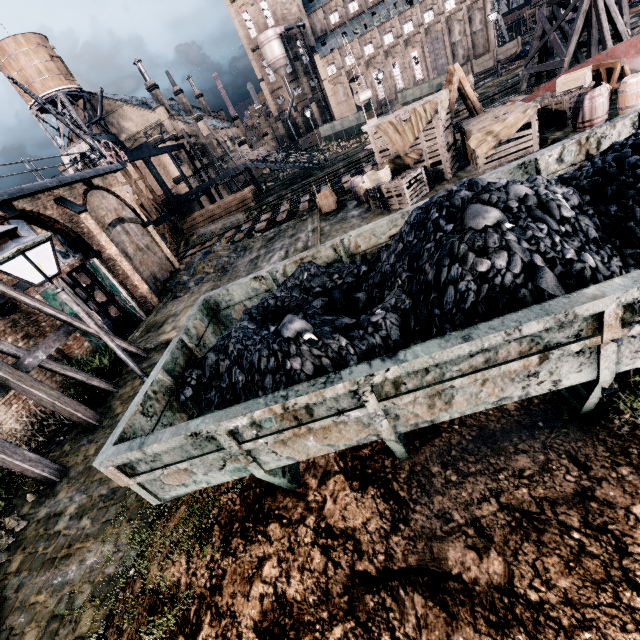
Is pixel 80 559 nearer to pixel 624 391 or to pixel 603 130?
pixel 624 391

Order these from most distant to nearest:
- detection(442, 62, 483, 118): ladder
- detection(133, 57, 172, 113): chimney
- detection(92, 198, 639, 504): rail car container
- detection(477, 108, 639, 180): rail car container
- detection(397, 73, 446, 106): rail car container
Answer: detection(133, 57, 172, 113): chimney < detection(397, 73, 446, 106): rail car container < detection(442, 62, 483, 118): ladder < detection(477, 108, 639, 180): rail car container < detection(92, 198, 639, 504): rail car container

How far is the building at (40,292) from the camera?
13.6 meters

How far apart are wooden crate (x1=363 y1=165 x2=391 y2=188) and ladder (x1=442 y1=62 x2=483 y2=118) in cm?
525

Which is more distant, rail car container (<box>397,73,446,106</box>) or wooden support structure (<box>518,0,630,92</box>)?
rail car container (<box>397,73,446,106</box>)

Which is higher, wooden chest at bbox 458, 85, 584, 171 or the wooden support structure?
the wooden support structure

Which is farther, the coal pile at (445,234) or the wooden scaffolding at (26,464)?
the wooden scaffolding at (26,464)

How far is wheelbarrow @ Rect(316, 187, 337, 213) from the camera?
20.3 meters
